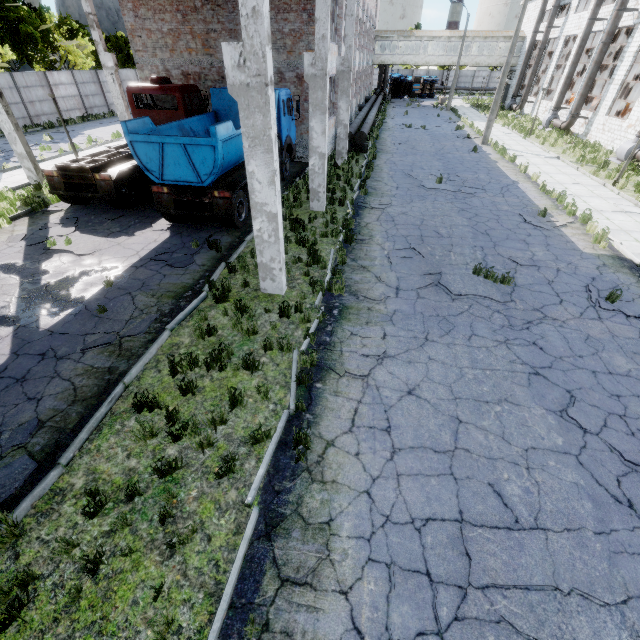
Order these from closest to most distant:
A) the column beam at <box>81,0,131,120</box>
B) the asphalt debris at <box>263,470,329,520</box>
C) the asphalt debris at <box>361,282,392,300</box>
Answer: the asphalt debris at <box>263,470,329,520</box> < the asphalt debris at <box>361,282,392,300</box> < the column beam at <box>81,0,131,120</box>

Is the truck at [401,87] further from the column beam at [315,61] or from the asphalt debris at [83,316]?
the asphalt debris at [83,316]

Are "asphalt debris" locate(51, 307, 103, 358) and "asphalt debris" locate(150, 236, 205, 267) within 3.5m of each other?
yes

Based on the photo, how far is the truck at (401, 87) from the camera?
51.8m

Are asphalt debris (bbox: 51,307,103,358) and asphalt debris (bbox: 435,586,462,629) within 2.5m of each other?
no

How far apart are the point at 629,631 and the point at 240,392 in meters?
5.5

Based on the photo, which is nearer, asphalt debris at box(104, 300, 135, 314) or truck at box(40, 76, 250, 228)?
asphalt debris at box(104, 300, 135, 314)

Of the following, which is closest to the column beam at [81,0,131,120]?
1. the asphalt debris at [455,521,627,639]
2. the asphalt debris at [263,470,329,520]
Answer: the asphalt debris at [263,470,329,520]
